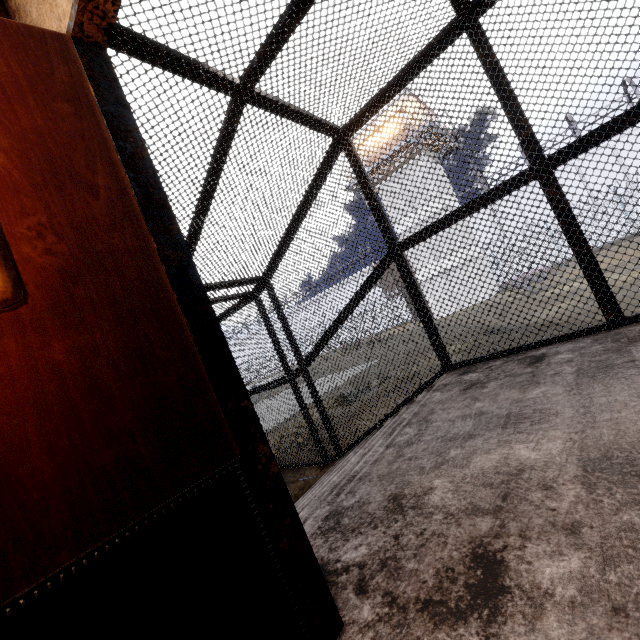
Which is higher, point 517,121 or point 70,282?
point 517,121
